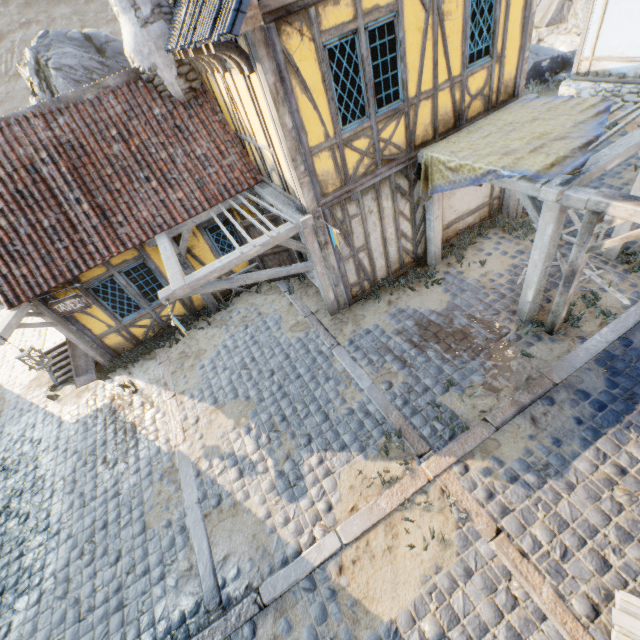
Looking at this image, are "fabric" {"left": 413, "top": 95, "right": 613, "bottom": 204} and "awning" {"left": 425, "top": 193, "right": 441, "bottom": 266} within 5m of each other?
yes

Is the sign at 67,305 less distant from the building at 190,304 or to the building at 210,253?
the building at 190,304

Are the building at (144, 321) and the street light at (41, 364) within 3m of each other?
yes

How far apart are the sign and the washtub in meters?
1.9 m

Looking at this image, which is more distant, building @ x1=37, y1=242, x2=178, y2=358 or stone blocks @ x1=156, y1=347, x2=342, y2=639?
building @ x1=37, y1=242, x2=178, y2=358

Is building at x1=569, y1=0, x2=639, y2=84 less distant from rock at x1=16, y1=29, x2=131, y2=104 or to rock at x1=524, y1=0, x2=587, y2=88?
rock at x1=524, y1=0, x2=587, y2=88

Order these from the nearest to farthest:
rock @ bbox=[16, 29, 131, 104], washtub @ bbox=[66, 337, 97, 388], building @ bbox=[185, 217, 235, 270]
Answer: building @ bbox=[185, 217, 235, 270] → washtub @ bbox=[66, 337, 97, 388] → rock @ bbox=[16, 29, 131, 104]

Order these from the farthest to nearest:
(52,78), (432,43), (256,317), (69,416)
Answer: (52,78), (256,317), (69,416), (432,43)
